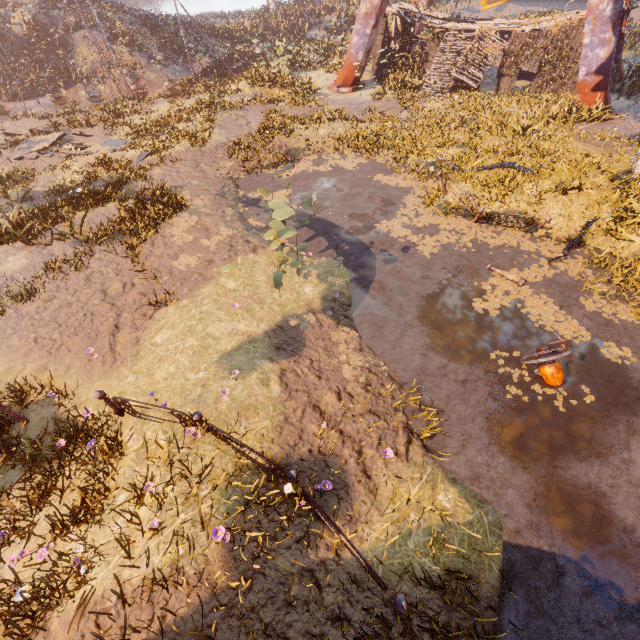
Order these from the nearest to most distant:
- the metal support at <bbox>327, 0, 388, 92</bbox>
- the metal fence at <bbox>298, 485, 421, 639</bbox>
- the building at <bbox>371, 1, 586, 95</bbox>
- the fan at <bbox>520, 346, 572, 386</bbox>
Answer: the metal fence at <bbox>298, 485, 421, 639</bbox> < the fan at <bbox>520, 346, 572, 386</bbox> < the building at <bbox>371, 1, 586, 95</bbox> < the metal support at <bbox>327, 0, 388, 92</bbox>

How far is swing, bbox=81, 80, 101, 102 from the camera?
23.4 meters

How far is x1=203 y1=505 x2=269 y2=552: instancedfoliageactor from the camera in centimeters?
443cm

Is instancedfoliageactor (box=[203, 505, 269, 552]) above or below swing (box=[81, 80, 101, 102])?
above

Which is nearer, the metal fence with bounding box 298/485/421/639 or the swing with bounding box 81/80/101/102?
the metal fence with bounding box 298/485/421/639

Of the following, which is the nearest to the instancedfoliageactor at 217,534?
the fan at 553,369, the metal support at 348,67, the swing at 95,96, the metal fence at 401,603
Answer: the metal fence at 401,603

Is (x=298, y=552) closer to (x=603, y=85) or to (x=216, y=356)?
(x=216, y=356)

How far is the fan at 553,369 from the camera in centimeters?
684cm
